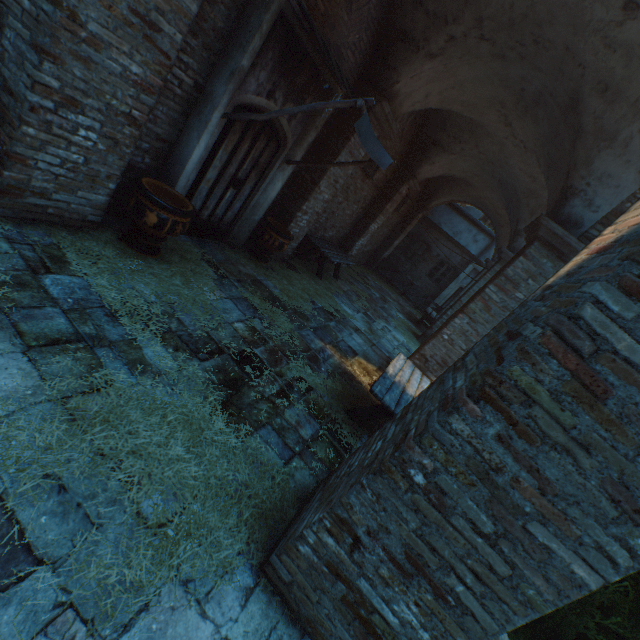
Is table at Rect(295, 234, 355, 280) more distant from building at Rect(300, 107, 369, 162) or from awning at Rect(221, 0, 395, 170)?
building at Rect(300, 107, 369, 162)

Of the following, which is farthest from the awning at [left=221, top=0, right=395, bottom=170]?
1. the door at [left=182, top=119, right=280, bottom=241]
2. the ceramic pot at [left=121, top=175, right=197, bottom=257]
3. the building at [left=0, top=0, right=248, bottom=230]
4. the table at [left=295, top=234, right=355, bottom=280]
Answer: the building at [left=0, top=0, right=248, bottom=230]

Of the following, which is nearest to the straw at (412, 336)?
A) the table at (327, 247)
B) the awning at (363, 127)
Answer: the table at (327, 247)

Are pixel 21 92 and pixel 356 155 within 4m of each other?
no

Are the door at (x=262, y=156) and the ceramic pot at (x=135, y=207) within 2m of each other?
yes

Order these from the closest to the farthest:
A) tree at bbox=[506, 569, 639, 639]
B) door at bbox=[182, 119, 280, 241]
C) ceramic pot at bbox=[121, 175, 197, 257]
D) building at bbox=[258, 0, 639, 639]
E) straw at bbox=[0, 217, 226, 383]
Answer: building at bbox=[258, 0, 639, 639]
tree at bbox=[506, 569, 639, 639]
straw at bbox=[0, 217, 226, 383]
ceramic pot at bbox=[121, 175, 197, 257]
door at bbox=[182, 119, 280, 241]

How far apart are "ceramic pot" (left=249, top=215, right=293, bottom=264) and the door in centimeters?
55cm

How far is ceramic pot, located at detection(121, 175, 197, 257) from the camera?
3.9m
